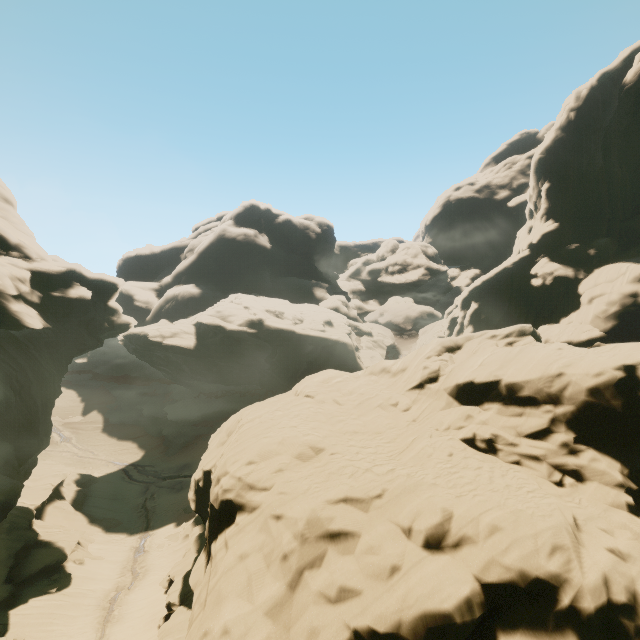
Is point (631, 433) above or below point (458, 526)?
above
